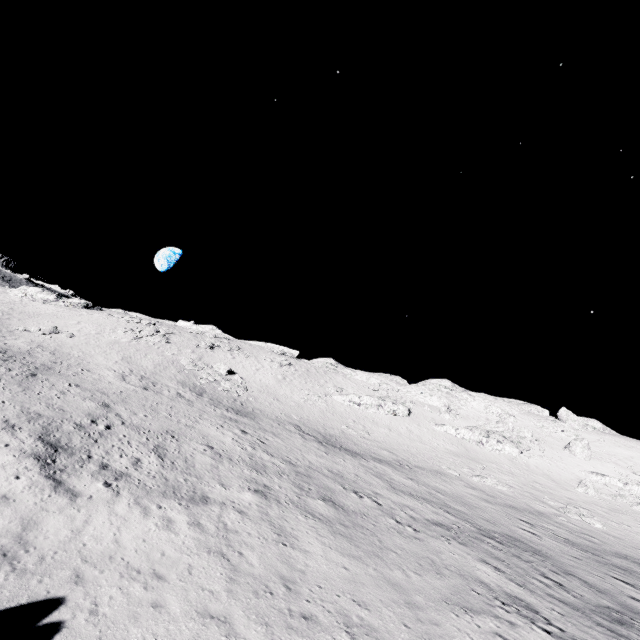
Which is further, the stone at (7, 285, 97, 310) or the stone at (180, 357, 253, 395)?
the stone at (7, 285, 97, 310)

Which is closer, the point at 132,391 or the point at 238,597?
the point at 238,597

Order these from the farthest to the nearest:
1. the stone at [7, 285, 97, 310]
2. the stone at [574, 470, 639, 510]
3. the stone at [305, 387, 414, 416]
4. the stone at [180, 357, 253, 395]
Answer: the stone at [7, 285, 97, 310] < the stone at [305, 387, 414, 416] < the stone at [180, 357, 253, 395] < the stone at [574, 470, 639, 510]

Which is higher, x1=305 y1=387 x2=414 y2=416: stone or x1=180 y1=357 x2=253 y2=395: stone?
x1=305 y1=387 x2=414 y2=416: stone

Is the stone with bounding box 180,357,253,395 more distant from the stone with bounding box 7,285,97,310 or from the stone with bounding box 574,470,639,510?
the stone with bounding box 574,470,639,510

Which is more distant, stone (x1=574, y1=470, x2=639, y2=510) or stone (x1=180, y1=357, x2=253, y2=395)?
stone (x1=180, y1=357, x2=253, y2=395)

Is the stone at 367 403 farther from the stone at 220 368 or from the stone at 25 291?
the stone at 25 291

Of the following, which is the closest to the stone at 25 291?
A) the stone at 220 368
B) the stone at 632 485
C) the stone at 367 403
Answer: the stone at 220 368
